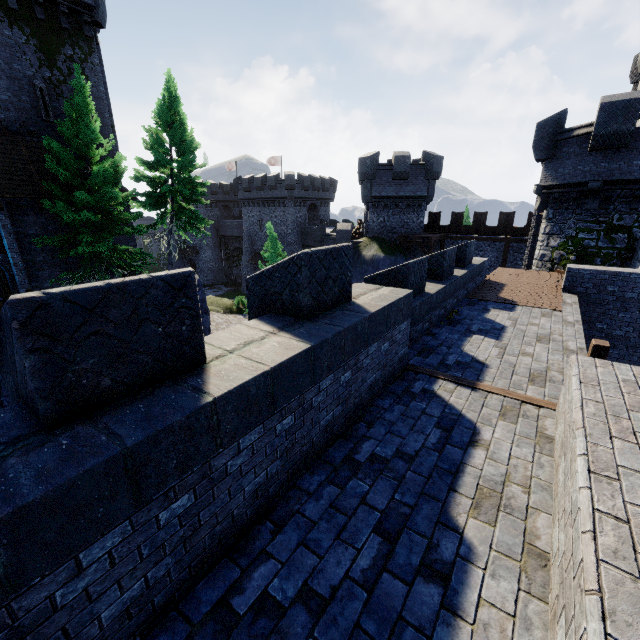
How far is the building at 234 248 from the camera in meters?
43.5 m

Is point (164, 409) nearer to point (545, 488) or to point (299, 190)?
point (545, 488)

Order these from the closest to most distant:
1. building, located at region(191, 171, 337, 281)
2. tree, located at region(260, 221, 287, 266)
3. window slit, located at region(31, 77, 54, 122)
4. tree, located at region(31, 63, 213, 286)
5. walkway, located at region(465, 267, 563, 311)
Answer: walkway, located at region(465, 267, 563, 311) < tree, located at region(31, 63, 213, 286) < window slit, located at region(31, 77, 54, 122) < tree, located at region(260, 221, 287, 266) < building, located at region(191, 171, 337, 281)

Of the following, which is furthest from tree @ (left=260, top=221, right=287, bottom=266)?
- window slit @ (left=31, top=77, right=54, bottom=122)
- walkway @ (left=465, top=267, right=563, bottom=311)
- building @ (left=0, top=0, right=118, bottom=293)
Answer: walkway @ (left=465, top=267, right=563, bottom=311)

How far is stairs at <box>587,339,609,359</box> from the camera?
6.4 meters

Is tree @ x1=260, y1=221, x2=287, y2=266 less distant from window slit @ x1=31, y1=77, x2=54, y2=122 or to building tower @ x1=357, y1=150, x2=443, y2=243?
building tower @ x1=357, y1=150, x2=443, y2=243

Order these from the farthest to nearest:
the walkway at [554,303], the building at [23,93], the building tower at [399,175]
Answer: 1. the building tower at [399,175]
2. the building at [23,93]
3. the walkway at [554,303]

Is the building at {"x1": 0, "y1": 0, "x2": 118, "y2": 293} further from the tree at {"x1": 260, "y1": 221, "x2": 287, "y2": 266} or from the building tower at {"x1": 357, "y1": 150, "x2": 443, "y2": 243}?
the building tower at {"x1": 357, "y1": 150, "x2": 443, "y2": 243}
